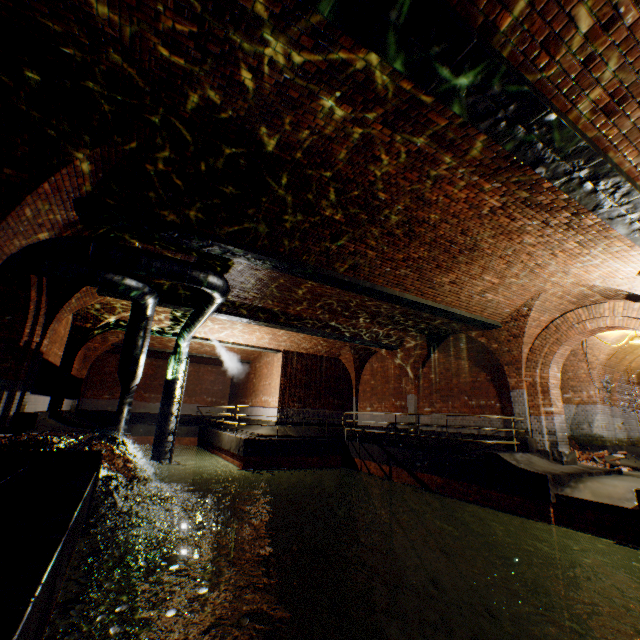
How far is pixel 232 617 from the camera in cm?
991

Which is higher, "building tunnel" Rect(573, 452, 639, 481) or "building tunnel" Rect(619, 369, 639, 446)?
"building tunnel" Rect(619, 369, 639, 446)

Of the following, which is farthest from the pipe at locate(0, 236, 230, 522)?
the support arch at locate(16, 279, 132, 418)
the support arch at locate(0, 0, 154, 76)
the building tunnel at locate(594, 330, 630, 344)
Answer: the building tunnel at locate(594, 330, 630, 344)

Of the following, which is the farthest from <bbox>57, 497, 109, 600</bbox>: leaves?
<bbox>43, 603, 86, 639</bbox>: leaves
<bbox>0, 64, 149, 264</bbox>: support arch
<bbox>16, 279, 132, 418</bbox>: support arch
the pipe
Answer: <bbox>16, 279, 132, 418</bbox>: support arch

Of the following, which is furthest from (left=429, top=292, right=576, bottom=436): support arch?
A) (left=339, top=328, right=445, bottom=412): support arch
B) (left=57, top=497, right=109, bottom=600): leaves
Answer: (left=57, top=497, right=109, bottom=600): leaves

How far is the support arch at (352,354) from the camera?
14.3 meters

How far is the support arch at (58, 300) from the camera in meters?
8.6
